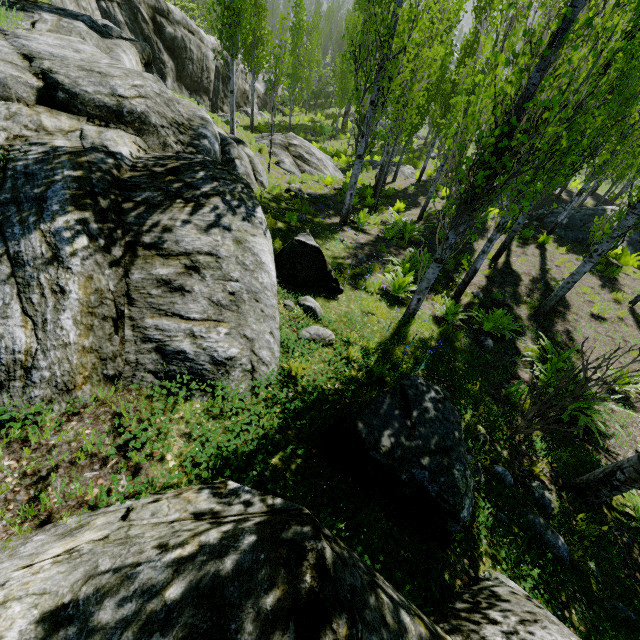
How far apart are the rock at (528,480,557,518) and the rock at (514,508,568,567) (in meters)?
0.18

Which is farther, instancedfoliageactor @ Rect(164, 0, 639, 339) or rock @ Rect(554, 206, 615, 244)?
rock @ Rect(554, 206, 615, 244)

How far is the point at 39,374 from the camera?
2.49m

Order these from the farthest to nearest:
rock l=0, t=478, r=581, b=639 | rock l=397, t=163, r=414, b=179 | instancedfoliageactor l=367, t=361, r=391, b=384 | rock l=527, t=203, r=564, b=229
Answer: rock l=397, t=163, r=414, b=179
rock l=527, t=203, r=564, b=229
instancedfoliageactor l=367, t=361, r=391, b=384
rock l=0, t=478, r=581, b=639

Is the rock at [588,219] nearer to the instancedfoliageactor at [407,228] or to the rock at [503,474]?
the instancedfoliageactor at [407,228]

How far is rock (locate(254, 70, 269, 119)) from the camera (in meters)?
28.97

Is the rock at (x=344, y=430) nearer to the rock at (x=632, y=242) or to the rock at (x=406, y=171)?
the rock at (x=406, y=171)

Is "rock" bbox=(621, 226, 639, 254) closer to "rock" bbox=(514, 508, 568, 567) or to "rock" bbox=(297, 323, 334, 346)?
"rock" bbox=(297, 323, 334, 346)
